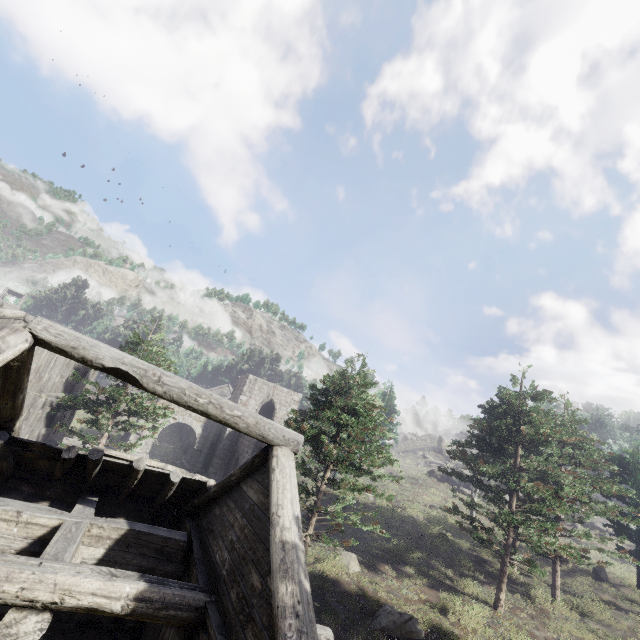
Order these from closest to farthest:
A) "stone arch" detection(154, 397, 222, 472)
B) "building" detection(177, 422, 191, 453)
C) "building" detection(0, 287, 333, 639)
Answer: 1. "building" detection(0, 287, 333, 639)
2. "stone arch" detection(154, 397, 222, 472)
3. "building" detection(177, 422, 191, 453)

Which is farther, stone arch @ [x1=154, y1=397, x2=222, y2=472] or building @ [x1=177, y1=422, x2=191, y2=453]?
building @ [x1=177, y1=422, x2=191, y2=453]

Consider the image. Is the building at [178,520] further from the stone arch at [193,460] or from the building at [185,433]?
the building at [185,433]

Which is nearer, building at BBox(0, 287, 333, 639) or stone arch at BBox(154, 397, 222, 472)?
building at BBox(0, 287, 333, 639)

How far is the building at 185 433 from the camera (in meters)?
37.44

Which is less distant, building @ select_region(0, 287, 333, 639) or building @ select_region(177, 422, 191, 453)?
building @ select_region(0, 287, 333, 639)

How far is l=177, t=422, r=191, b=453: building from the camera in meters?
37.4 m

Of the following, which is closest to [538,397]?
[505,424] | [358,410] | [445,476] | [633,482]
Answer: [505,424]
